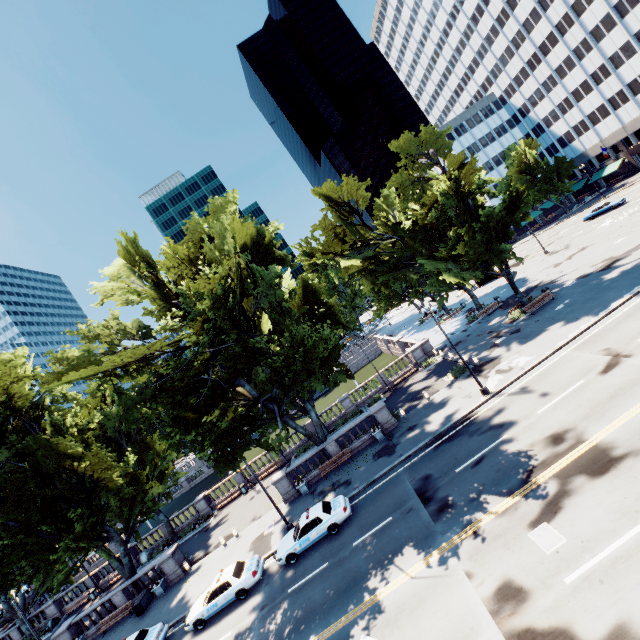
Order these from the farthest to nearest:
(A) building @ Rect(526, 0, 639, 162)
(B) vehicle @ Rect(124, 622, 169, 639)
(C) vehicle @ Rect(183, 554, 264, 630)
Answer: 1. (A) building @ Rect(526, 0, 639, 162)
2. (B) vehicle @ Rect(124, 622, 169, 639)
3. (C) vehicle @ Rect(183, 554, 264, 630)

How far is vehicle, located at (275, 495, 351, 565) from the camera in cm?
1870

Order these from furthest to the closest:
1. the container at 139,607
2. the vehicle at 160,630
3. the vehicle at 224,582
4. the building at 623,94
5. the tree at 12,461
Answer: the building at 623,94 → the container at 139,607 → the tree at 12,461 → the vehicle at 160,630 → the vehicle at 224,582

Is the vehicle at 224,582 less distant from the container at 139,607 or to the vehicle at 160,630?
the vehicle at 160,630

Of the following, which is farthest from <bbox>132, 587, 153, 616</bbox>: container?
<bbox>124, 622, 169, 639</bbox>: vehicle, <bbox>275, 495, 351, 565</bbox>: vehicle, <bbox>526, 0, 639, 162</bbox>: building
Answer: <bbox>526, 0, 639, 162</bbox>: building

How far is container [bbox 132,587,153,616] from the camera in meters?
24.4 m

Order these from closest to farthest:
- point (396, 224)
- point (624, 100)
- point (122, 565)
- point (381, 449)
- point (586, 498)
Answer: point (586, 498) < point (381, 449) < point (122, 565) < point (396, 224) < point (624, 100)

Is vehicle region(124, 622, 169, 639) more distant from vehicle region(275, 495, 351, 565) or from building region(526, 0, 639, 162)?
building region(526, 0, 639, 162)
